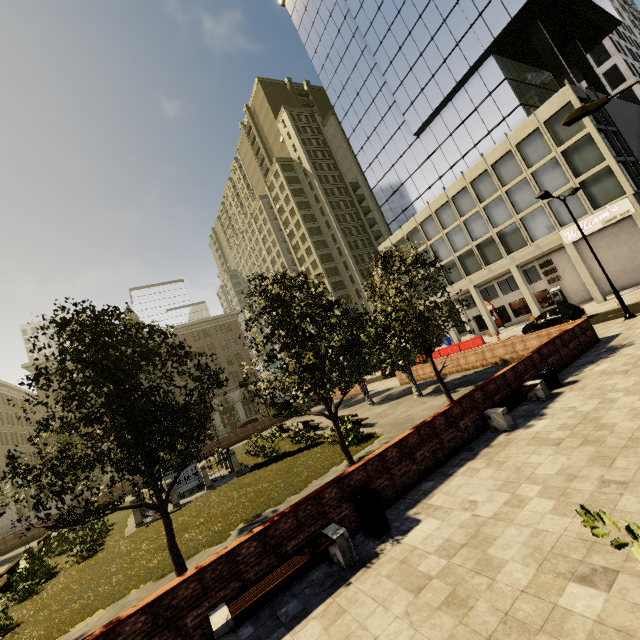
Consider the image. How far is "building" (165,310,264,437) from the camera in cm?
5438

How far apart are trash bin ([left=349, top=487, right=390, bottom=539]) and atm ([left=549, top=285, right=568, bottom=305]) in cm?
3476

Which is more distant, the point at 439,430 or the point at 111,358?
the point at 439,430

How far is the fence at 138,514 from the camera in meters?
15.5

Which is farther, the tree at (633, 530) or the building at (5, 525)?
the building at (5, 525)

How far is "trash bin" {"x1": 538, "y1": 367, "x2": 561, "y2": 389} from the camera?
11.2m

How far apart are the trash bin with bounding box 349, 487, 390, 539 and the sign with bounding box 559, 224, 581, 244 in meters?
30.2

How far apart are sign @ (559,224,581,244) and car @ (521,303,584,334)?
7.3 meters
